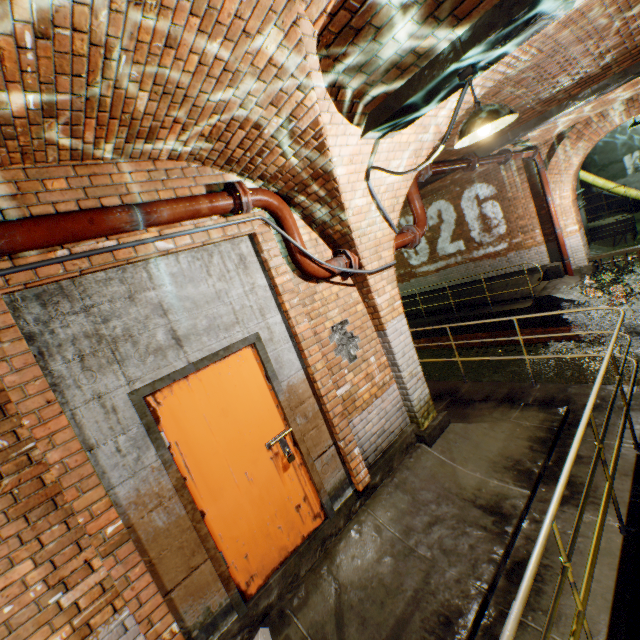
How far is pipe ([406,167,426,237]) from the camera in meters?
5.3 m

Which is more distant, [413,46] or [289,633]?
[289,633]

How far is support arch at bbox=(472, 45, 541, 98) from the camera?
3.67m

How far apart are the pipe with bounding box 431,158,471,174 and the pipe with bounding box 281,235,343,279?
2.9m

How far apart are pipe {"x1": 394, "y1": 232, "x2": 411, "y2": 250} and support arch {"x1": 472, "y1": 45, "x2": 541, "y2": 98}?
0.11m

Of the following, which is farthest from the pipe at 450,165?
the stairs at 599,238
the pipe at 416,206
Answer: the stairs at 599,238

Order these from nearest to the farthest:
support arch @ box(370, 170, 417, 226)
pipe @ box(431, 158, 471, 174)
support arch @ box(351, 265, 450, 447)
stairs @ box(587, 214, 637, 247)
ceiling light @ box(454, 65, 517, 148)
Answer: ceiling light @ box(454, 65, 517, 148) → support arch @ box(370, 170, 417, 226) → support arch @ box(351, 265, 450, 447) → pipe @ box(431, 158, 471, 174) → stairs @ box(587, 214, 637, 247)

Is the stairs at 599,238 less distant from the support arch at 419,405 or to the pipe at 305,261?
the support arch at 419,405
